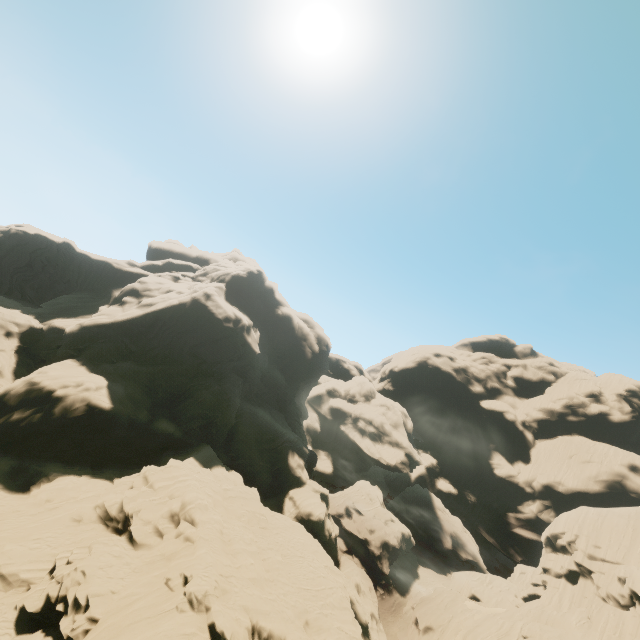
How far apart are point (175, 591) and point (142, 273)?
49.3m

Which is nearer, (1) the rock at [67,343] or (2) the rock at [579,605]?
(1) the rock at [67,343]

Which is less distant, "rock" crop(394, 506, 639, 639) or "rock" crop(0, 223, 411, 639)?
"rock" crop(0, 223, 411, 639)
